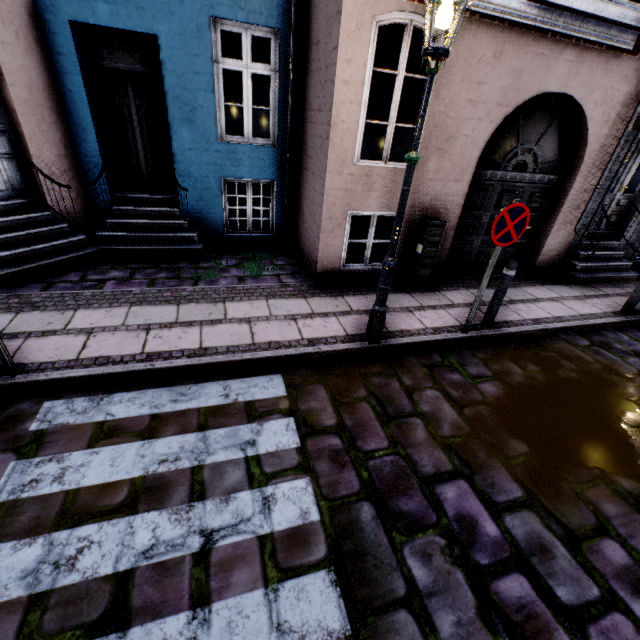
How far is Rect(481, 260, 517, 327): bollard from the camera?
4.67m

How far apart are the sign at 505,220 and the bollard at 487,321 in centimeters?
59cm

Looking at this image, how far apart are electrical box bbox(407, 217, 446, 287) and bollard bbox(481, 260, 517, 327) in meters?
1.3

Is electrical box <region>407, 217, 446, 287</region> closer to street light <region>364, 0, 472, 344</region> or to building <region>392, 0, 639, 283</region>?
building <region>392, 0, 639, 283</region>

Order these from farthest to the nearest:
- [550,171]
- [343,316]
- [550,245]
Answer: [550,245] → [550,171] → [343,316]

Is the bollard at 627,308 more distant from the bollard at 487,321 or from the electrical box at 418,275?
the electrical box at 418,275

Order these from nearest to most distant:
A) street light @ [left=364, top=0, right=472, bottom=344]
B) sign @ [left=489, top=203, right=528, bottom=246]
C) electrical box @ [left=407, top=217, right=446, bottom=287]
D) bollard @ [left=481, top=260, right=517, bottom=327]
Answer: street light @ [left=364, top=0, right=472, bottom=344] → sign @ [left=489, top=203, right=528, bottom=246] → bollard @ [left=481, top=260, right=517, bottom=327] → electrical box @ [left=407, top=217, right=446, bottom=287]

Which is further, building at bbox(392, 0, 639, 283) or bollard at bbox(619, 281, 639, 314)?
bollard at bbox(619, 281, 639, 314)
